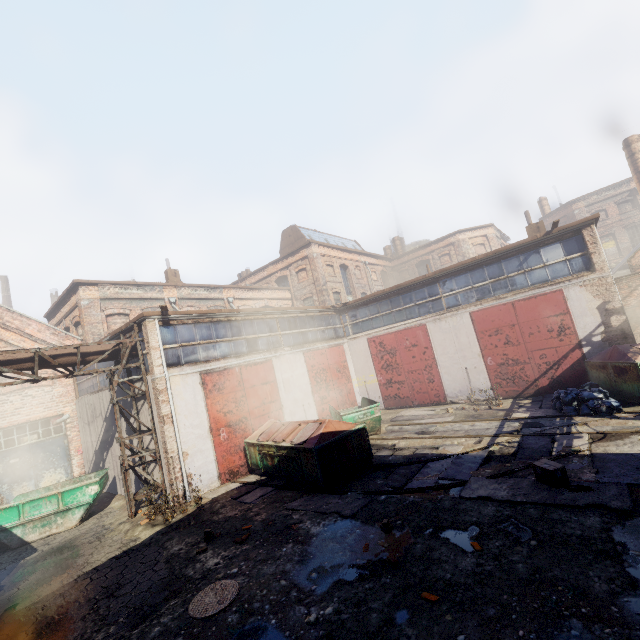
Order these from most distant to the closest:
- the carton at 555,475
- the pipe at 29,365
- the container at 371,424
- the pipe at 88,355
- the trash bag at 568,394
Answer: the container at 371,424
the pipe at 88,355
the trash bag at 568,394
the pipe at 29,365
the carton at 555,475

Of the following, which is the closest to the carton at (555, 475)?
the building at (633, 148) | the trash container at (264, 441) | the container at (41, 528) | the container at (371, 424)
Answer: the trash container at (264, 441)

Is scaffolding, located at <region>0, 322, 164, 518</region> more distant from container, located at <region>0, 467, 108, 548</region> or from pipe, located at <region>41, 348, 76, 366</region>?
container, located at <region>0, 467, 108, 548</region>

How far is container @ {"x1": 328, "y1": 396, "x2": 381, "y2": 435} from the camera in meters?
13.0 m

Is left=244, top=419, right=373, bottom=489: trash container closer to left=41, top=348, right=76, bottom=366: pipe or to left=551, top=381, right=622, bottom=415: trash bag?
left=41, top=348, right=76, bottom=366: pipe

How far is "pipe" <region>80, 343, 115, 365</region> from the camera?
10.62m

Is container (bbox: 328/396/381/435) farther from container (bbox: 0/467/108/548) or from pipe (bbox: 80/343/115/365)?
container (bbox: 0/467/108/548)

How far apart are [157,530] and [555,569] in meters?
9.7
